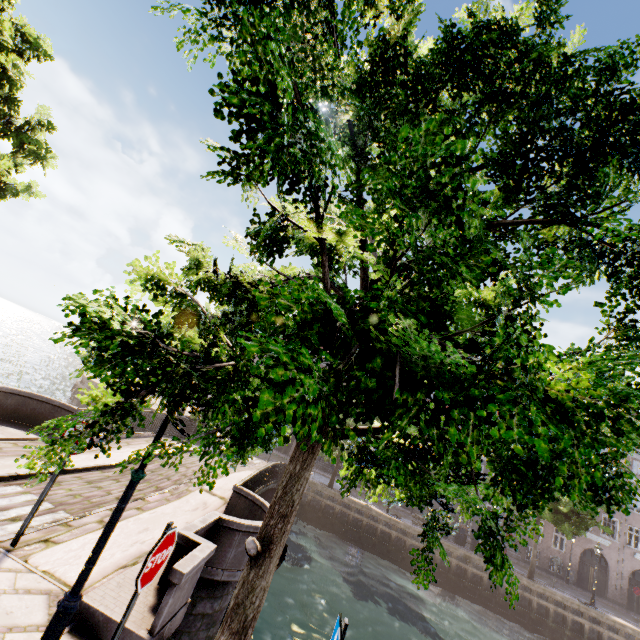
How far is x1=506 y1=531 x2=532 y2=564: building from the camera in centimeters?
2841cm

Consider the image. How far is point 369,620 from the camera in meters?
12.5 m

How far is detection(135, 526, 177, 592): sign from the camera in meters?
2.8 m

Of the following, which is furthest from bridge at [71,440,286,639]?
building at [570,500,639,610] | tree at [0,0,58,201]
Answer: building at [570,500,639,610]

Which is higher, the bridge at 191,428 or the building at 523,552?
the building at 523,552

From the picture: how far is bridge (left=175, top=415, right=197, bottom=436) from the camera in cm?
1792

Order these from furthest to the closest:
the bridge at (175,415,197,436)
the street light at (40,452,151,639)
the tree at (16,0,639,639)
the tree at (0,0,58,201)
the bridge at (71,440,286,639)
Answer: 1. the bridge at (175,415,197,436)
2. the tree at (0,0,58,201)
3. the bridge at (71,440,286,639)
4. the street light at (40,452,151,639)
5. the tree at (16,0,639,639)

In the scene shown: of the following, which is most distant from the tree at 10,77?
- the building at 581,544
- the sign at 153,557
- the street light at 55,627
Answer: the building at 581,544
